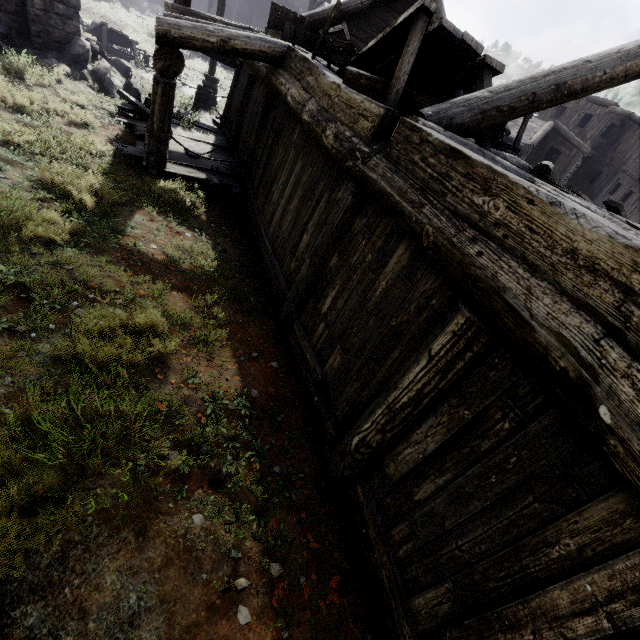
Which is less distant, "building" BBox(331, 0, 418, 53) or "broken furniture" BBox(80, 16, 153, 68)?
"building" BBox(331, 0, 418, 53)

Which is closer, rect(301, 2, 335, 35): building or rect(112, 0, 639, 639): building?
Answer: rect(112, 0, 639, 639): building

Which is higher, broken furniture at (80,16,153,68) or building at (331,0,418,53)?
building at (331,0,418,53)

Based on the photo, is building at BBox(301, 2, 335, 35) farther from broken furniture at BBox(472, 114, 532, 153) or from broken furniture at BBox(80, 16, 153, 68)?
broken furniture at BBox(80, 16, 153, 68)

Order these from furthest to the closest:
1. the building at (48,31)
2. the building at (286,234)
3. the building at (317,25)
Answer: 1. the building at (317,25)
2. the building at (48,31)
3. the building at (286,234)

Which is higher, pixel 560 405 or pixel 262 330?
pixel 560 405

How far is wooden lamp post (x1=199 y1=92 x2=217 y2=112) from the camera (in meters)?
13.89

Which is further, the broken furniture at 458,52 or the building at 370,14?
the building at 370,14
